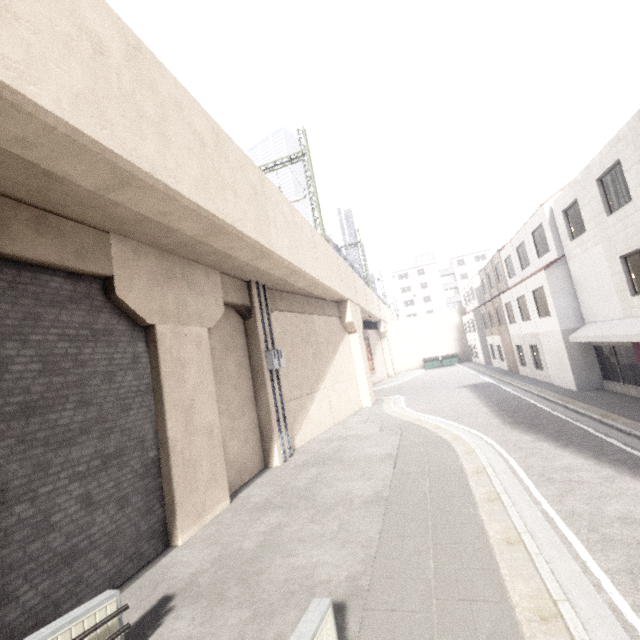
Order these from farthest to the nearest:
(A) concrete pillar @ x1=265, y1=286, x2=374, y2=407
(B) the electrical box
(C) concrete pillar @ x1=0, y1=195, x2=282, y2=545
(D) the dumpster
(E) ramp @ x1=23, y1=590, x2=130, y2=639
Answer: (D) the dumpster
(A) concrete pillar @ x1=265, y1=286, x2=374, y2=407
(B) the electrical box
(C) concrete pillar @ x1=0, y1=195, x2=282, y2=545
(E) ramp @ x1=23, y1=590, x2=130, y2=639

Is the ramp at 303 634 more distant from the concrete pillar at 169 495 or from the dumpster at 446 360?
the dumpster at 446 360

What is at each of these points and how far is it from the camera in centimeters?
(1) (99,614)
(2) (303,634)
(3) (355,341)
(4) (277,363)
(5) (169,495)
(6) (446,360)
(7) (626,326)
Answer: (1) ramp, 403cm
(2) ramp, 296cm
(3) concrete pillar, 2138cm
(4) electrical box, 1252cm
(5) concrete pillar, 724cm
(6) dumpster, 4119cm
(7) awning, 1120cm

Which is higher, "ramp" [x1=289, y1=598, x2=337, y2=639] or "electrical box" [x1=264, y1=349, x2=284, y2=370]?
"electrical box" [x1=264, y1=349, x2=284, y2=370]

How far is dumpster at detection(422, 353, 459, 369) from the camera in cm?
4090

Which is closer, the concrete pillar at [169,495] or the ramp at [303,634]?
the ramp at [303,634]

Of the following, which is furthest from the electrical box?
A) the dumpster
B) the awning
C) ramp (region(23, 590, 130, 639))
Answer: the dumpster

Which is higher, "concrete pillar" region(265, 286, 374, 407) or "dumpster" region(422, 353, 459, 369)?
"concrete pillar" region(265, 286, 374, 407)
